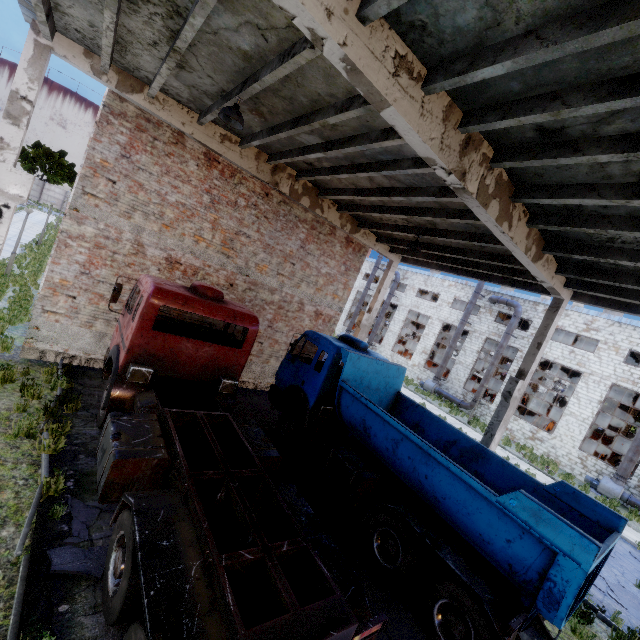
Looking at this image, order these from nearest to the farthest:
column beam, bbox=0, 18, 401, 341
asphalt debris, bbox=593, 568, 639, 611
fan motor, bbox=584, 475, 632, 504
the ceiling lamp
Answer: the ceiling lamp, column beam, bbox=0, 18, 401, 341, asphalt debris, bbox=593, 568, 639, 611, fan motor, bbox=584, 475, 632, 504

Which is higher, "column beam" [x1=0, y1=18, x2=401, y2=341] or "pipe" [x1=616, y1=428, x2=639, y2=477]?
"column beam" [x1=0, y1=18, x2=401, y2=341]

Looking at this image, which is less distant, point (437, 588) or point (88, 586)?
point (88, 586)

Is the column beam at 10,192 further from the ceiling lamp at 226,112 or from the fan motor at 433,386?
the fan motor at 433,386

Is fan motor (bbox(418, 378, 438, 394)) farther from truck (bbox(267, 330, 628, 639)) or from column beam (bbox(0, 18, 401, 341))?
truck (bbox(267, 330, 628, 639))

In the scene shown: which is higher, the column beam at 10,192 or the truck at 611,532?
the column beam at 10,192

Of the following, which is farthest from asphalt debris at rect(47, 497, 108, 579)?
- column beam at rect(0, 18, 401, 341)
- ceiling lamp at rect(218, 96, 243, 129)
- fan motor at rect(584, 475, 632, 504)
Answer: fan motor at rect(584, 475, 632, 504)

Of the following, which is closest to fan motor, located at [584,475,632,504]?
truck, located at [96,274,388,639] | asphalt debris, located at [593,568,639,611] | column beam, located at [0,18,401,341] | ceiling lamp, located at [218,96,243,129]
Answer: asphalt debris, located at [593,568,639,611]
